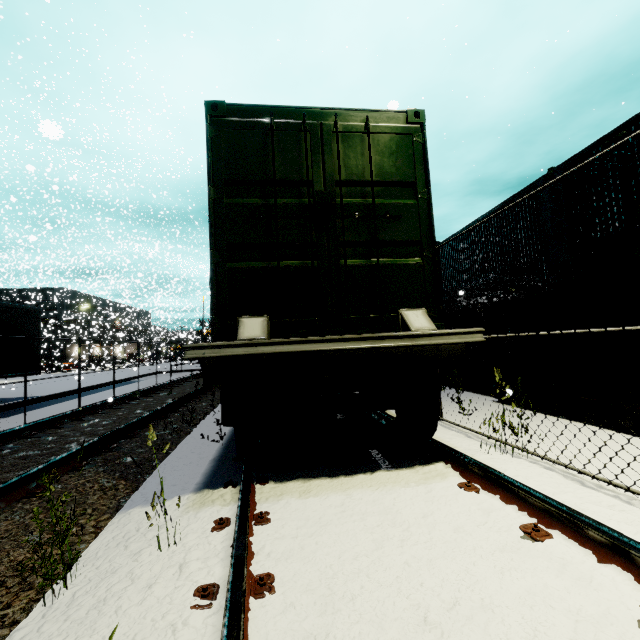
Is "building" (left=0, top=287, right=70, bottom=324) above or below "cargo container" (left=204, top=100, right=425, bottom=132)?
above

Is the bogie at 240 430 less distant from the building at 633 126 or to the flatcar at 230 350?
the flatcar at 230 350

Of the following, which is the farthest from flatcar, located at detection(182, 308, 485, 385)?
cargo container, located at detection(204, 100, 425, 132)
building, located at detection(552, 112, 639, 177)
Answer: building, located at detection(552, 112, 639, 177)

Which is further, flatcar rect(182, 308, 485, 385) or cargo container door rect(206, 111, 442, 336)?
cargo container door rect(206, 111, 442, 336)

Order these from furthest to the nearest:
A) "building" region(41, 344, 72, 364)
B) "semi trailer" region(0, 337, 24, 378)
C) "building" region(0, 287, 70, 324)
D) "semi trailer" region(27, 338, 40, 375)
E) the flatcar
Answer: "building" region(41, 344, 72, 364)
"building" region(0, 287, 70, 324)
"semi trailer" region(27, 338, 40, 375)
"semi trailer" region(0, 337, 24, 378)
the flatcar

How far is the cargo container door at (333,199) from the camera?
3.5m

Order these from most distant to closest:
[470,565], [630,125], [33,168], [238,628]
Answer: [630,125] < [33,168] < [470,565] < [238,628]

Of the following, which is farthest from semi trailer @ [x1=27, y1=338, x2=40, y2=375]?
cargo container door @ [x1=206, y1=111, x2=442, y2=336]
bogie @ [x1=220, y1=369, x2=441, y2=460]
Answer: bogie @ [x1=220, y1=369, x2=441, y2=460]
